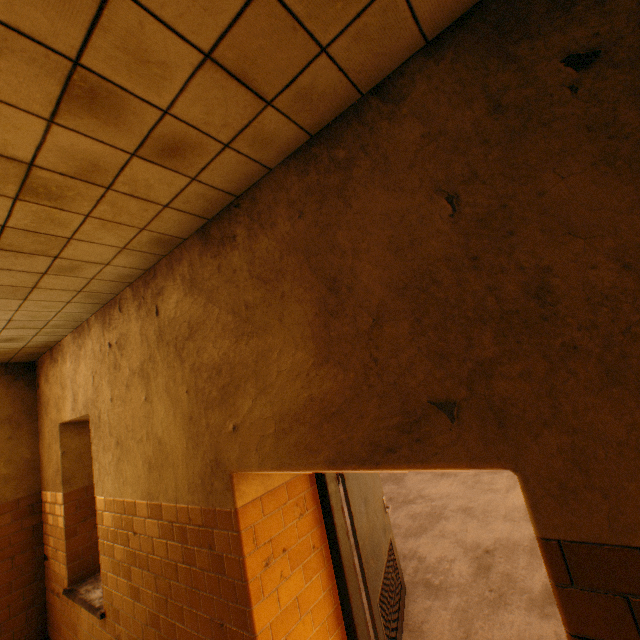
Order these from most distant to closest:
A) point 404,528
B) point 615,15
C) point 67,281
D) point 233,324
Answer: point 404,528 → point 67,281 → point 233,324 → point 615,15
